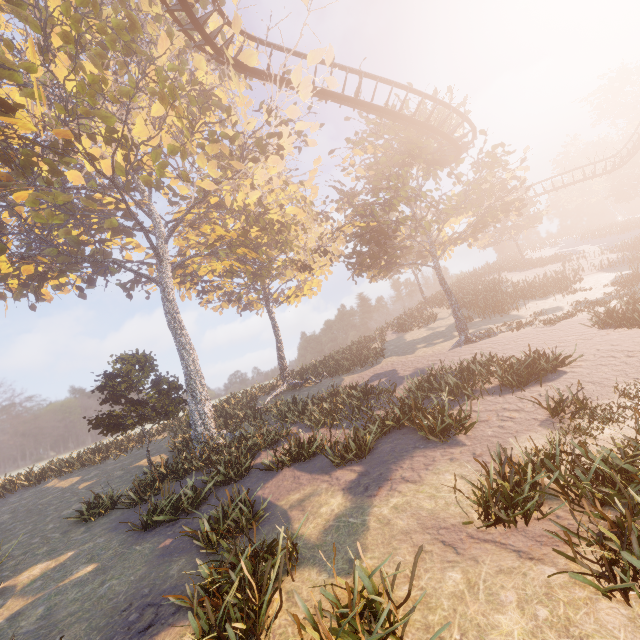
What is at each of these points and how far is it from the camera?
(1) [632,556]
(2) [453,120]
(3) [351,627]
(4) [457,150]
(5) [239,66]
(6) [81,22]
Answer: (1) instancedfoliageactor, 4.1m
(2) instancedfoliageactor, 24.7m
(3) instancedfoliageactor, 4.7m
(4) roller coaster, 20.9m
(5) roller coaster, 17.7m
(6) instancedfoliageactor, 13.2m

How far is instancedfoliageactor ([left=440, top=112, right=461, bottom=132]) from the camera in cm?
1994

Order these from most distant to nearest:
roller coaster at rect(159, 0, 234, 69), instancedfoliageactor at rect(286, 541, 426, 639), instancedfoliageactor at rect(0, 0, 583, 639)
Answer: roller coaster at rect(159, 0, 234, 69)
instancedfoliageactor at rect(0, 0, 583, 639)
instancedfoliageactor at rect(286, 541, 426, 639)

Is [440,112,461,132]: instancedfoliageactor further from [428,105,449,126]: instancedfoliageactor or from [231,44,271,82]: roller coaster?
[231,44,271,82]: roller coaster

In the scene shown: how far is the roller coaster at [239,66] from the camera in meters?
17.4

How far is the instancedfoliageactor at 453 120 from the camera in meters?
19.9 m

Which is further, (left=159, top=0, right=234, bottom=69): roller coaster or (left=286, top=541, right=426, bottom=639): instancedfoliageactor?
(left=159, top=0, right=234, bottom=69): roller coaster

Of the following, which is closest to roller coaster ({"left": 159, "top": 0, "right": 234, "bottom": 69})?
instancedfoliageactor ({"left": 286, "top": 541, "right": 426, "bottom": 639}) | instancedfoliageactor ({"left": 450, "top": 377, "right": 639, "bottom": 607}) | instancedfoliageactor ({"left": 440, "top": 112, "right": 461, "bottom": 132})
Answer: instancedfoliageactor ({"left": 440, "top": 112, "right": 461, "bottom": 132})
